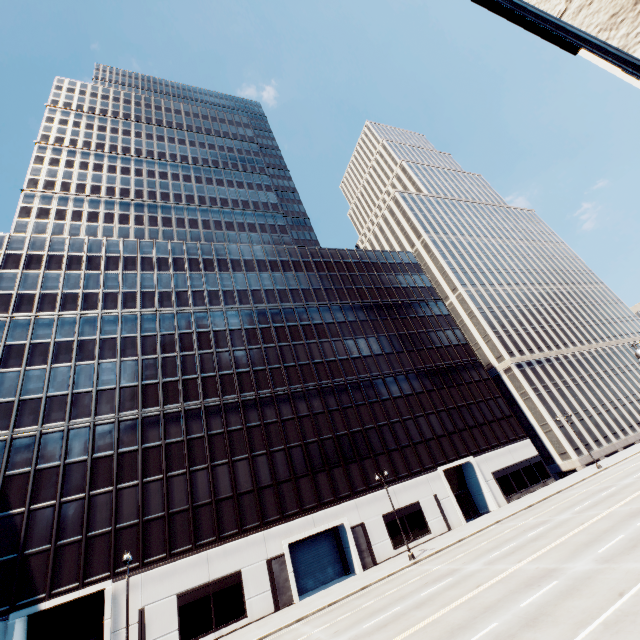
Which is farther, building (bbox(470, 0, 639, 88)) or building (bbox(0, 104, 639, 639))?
building (bbox(0, 104, 639, 639))

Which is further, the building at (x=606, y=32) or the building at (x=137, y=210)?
the building at (x=137, y=210)

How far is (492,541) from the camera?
25.3m
